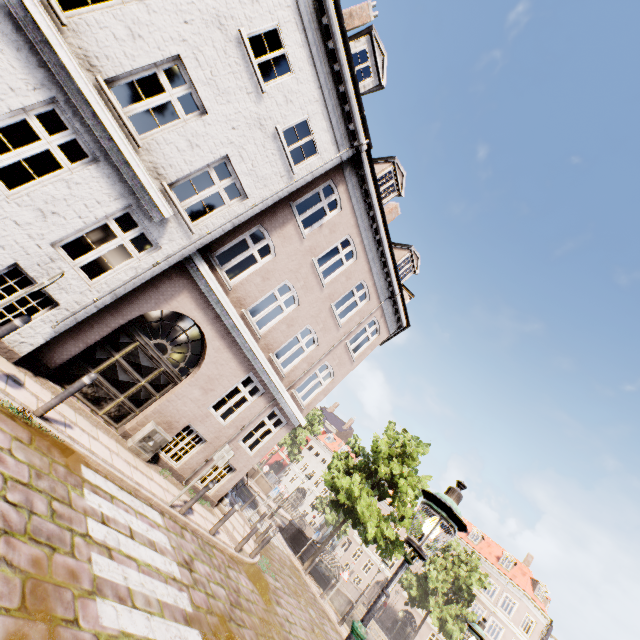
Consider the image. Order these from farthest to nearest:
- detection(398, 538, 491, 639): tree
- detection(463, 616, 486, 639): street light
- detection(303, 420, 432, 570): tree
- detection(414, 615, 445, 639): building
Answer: detection(414, 615, 445, 639): building < detection(398, 538, 491, 639): tree < detection(303, 420, 432, 570): tree < detection(463, 616, 486, 639): street light

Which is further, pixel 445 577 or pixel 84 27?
pixel 445 577

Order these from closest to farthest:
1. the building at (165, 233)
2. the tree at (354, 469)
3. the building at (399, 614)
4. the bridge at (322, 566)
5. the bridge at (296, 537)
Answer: the building at (165, 233) → the tree at (354, 469) → the bridge at (296, 537) → the bridge at (322, 566) → the building at (399, 614)

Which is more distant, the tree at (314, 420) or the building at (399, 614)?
the tree at (314, 420)

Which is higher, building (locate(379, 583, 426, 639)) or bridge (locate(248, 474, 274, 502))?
building (locate(379, 583, 426, 639))

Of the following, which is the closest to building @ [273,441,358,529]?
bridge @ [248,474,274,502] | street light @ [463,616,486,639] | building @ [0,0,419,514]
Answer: bridge @ [248,474,274,502]

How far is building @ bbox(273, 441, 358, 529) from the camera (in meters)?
51.84

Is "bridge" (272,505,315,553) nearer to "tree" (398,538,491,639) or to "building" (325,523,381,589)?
"tree" (398,538,491,639)
